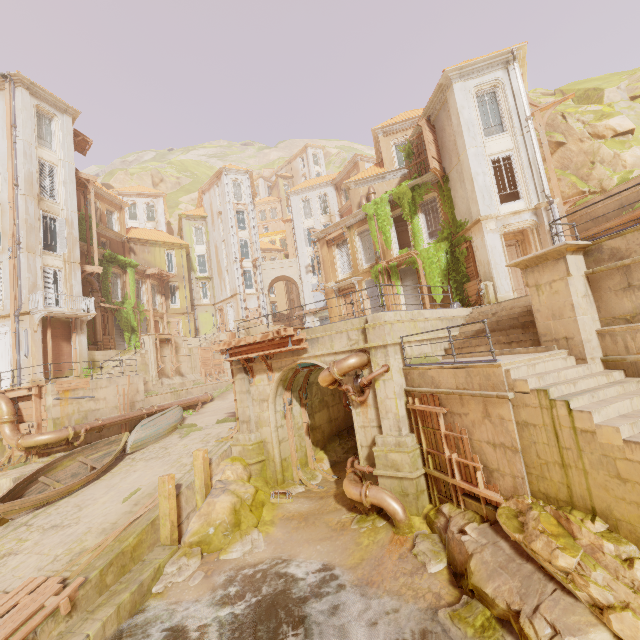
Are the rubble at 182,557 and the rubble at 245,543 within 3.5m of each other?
yes

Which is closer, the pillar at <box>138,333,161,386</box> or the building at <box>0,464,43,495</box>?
the building at <box>0,464,43,495</box>

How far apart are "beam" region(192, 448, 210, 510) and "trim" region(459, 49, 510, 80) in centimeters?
2208cm

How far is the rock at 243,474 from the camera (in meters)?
10.05

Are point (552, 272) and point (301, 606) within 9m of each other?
no

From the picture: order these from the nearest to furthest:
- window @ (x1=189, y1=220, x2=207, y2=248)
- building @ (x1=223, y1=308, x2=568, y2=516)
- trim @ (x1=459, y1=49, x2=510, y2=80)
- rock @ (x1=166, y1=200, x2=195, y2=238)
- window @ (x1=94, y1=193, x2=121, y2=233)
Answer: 1. building @ (x1=223, y1=308, x2=568, y2=516)
2. trim @ (x1=459, y1=49, x2=510, y2=80)
3. window @ (x1=94, y1=193, x2=121, y2=233)
4. window @ (x1=189, y1=220, x2=207, y2=248)
5. rock @ (x1=166, y1=200, x2=195, y2=238)

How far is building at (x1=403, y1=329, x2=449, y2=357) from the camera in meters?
10.9 m

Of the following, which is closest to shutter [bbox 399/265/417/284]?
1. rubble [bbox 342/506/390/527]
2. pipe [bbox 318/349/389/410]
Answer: pipe [bbox 318/349/389/410]
